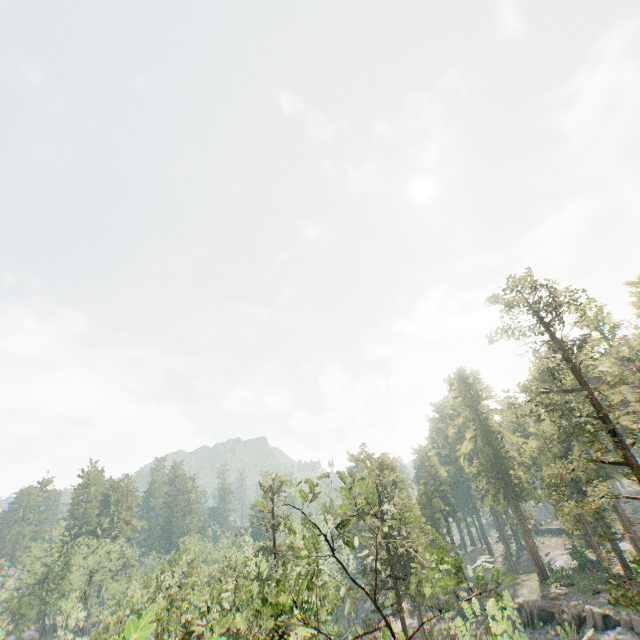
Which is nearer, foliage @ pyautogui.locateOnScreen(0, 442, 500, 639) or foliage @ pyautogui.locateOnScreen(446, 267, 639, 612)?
foliage @ pyautogui.locateOnScreen(0, 442, 500, 639)

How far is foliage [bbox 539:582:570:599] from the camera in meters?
39.2

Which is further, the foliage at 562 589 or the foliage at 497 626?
the foliage at 562 589

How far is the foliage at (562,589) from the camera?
39.2 meters

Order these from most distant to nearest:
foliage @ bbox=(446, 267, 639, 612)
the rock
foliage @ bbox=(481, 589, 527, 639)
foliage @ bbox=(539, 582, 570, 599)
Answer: foliage @ bbox=(539, 582, 570, 599) → the rock → foliage @ bbox=(446, 267, 639, 612) → foliage @ bbox=(481, 589, 527, 639)

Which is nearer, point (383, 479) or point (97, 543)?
point (383, 479)

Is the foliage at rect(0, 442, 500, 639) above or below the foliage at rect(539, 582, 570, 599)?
above

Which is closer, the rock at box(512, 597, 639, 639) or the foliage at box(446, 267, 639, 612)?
the foliage at box(446, 267, 639, 612)
